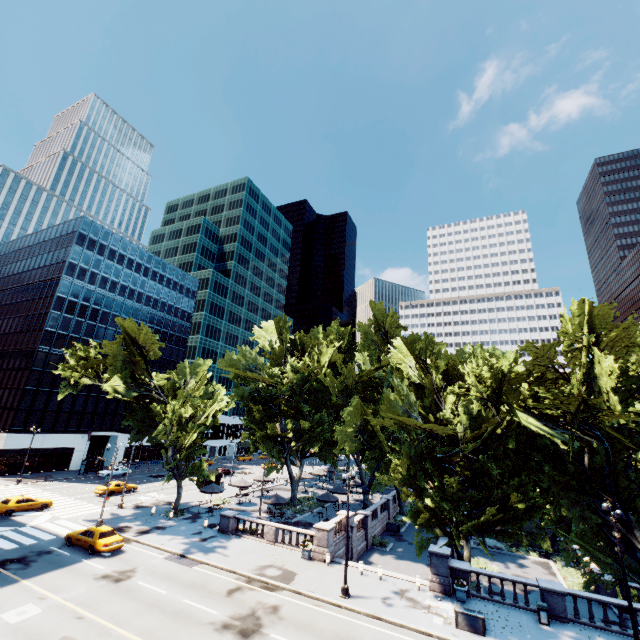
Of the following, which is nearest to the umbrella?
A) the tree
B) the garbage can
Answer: the tree

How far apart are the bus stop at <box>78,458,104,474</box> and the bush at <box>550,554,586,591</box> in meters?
64.3 m

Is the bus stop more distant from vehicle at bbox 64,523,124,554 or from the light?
the light

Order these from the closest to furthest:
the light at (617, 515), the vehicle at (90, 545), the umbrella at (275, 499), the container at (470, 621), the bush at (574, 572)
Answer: the light at (617, 515) < the container at (470, 621) < the vehicle at (90, 545) < the bush at (574, 572) < the umbrella at (275, 499)

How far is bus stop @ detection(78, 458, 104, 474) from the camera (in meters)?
52.56

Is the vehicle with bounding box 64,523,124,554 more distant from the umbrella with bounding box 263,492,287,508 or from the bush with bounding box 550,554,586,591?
the bush with bounding box 550,554,586,591

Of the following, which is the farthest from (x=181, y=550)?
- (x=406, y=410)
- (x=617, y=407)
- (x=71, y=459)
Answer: (x=71, y=459)

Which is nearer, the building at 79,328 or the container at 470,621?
the container at 470,621
